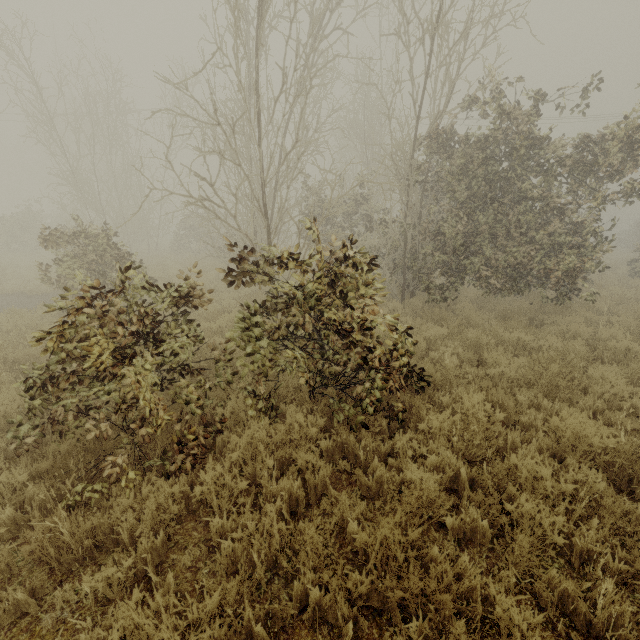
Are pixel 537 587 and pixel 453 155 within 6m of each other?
no
